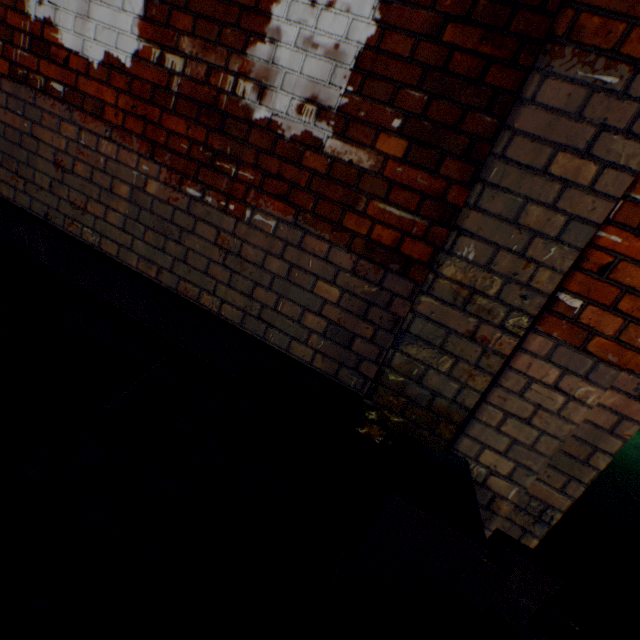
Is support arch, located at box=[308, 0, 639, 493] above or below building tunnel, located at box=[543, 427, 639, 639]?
above

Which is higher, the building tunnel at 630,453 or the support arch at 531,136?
the support arch at 531,136

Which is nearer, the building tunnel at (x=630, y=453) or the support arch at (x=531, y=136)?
the support arch at (x=531, y=136)

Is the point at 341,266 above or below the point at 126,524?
above

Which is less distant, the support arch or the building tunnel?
the support arch
